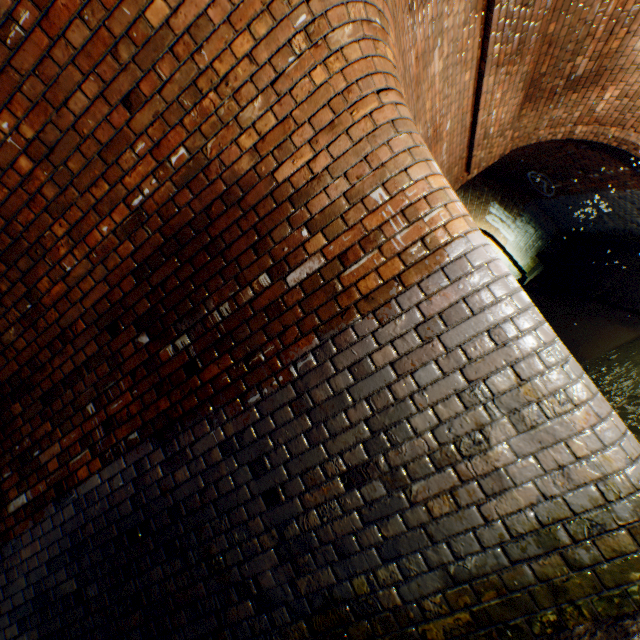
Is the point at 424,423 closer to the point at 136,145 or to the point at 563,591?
the point at 563,591
